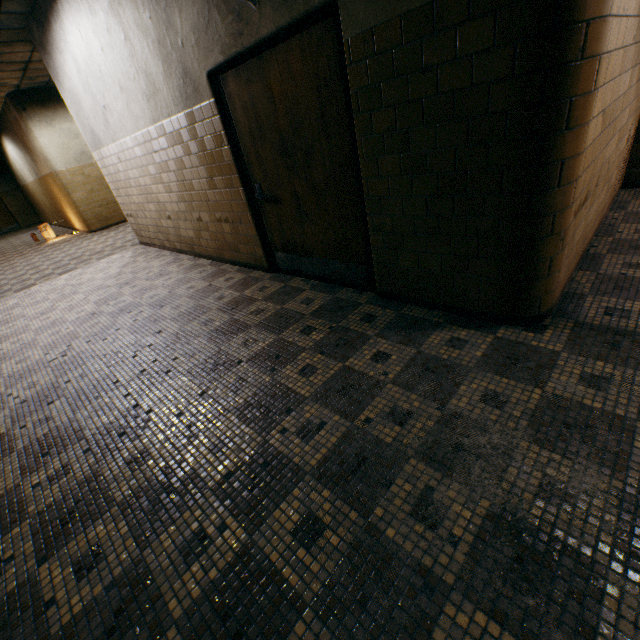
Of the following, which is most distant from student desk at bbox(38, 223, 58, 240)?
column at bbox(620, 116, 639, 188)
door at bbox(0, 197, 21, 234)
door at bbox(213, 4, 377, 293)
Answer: column at bbox(620, 116, 639, 188)

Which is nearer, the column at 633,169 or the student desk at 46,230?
the column at 633,169

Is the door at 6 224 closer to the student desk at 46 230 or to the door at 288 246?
the student desk at 46 230

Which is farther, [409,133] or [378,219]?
[378,219]

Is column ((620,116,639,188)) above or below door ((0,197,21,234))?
below

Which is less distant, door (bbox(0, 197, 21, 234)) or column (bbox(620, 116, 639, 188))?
column (bbox(620, 116, 639, 188))

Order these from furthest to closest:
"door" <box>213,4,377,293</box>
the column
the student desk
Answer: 1. the student desk
2. the column
3. "door" <box>213,4,377,293</box>
